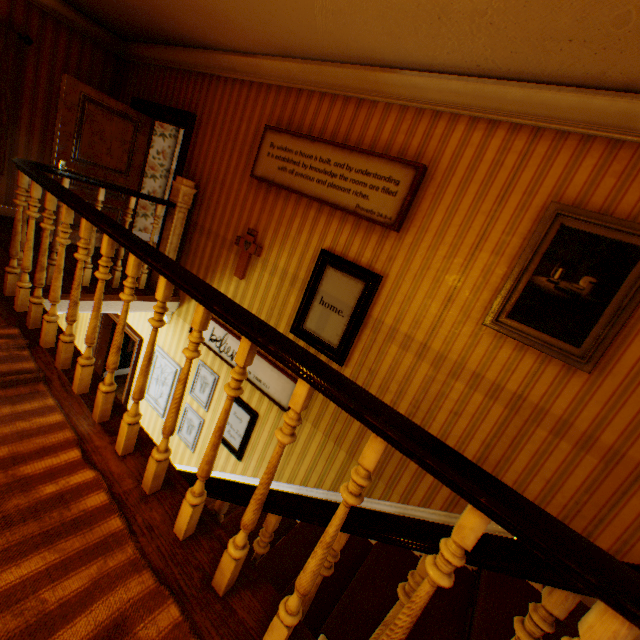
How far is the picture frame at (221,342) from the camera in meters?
4.2

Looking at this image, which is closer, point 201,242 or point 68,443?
point 68,443

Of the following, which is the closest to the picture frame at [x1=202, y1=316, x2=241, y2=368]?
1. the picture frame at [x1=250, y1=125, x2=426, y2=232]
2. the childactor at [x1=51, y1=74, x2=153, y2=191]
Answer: the picture frame at [x1=250, y1=125, x2=426, y2=232]

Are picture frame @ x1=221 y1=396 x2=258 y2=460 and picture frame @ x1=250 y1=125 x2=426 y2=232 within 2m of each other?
no

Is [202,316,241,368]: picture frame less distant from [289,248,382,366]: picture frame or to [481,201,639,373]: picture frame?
[289,248,382,366]: picture frame

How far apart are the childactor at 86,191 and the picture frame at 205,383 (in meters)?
2.92

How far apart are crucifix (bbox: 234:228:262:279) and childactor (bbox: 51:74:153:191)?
2.8m

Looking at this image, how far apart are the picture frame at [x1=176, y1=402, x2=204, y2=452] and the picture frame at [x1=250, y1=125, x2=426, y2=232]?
3.3m
